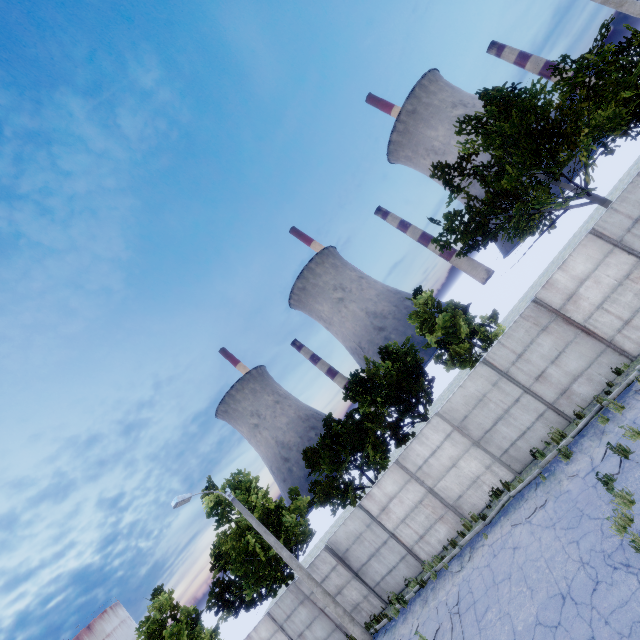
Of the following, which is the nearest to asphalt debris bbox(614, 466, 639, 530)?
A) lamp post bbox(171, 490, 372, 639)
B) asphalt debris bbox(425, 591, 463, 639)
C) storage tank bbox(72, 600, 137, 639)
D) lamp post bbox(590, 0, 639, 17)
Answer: asphalt debris bbox(425, 591, 463, 639)

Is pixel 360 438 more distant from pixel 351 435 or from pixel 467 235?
pixel 467 235

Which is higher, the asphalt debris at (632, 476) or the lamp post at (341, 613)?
the lamp post at (341, 613)

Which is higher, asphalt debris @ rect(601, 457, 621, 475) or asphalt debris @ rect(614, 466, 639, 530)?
asphalt debris @ rect(614, 466, 639, 530)

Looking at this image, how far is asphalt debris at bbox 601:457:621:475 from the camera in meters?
8.5 m

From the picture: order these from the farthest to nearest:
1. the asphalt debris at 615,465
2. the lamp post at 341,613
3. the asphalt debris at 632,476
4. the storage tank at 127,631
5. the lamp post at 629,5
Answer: the storage tank at 127,631 → the lamp post at 341,613 → the lamp post at 629,5 → the asphalt debris at 615,465 → the asphalt debris at 632,476

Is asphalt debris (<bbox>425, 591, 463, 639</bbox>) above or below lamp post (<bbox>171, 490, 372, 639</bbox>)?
below

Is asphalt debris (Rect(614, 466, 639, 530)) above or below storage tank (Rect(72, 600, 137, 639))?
below
